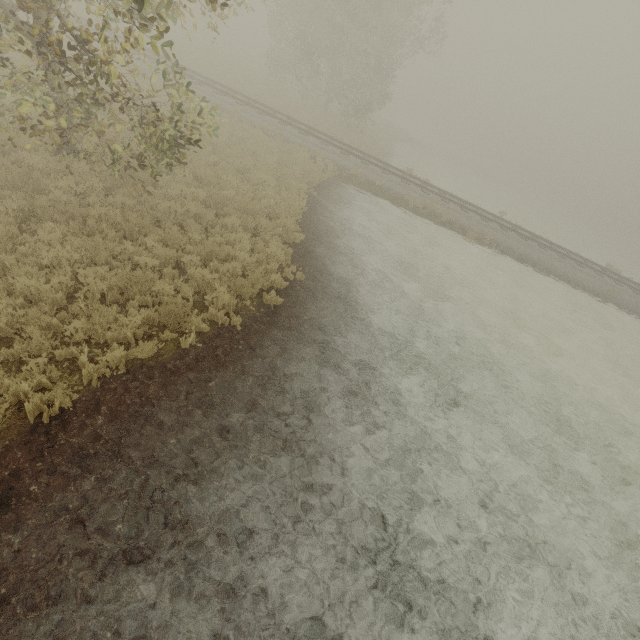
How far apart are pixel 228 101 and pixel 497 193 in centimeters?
3078cm
